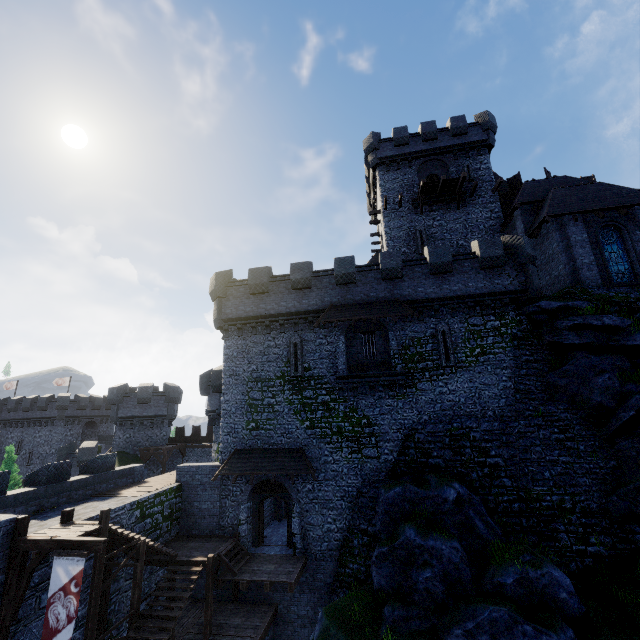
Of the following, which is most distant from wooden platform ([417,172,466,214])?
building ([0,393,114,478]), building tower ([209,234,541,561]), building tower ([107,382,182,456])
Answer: building ([0,393,114,478])

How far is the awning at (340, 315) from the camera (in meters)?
19.39

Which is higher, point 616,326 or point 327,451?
point 616,326

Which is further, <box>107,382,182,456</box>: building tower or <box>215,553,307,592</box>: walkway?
<box>107,382,182,456</box>: building tower

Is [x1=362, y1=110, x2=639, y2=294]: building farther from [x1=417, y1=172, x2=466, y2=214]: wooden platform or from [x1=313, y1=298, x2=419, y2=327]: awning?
[x1=313, y1=298, x2=419, y2=327]: awning

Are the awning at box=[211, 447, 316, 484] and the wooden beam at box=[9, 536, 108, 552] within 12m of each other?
yes

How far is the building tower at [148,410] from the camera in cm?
3400

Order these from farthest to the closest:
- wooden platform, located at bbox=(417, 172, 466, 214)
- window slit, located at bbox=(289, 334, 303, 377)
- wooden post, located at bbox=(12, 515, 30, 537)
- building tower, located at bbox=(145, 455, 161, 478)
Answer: building tower, located at bbox=(145, 455, 161, 478), wooden platform, located at bbox=(417, 172, 466, 214), window slit, located at bbox=(289, 334, 303, 377), wooden post, located at bbox=(12, 515, 30, 537)
